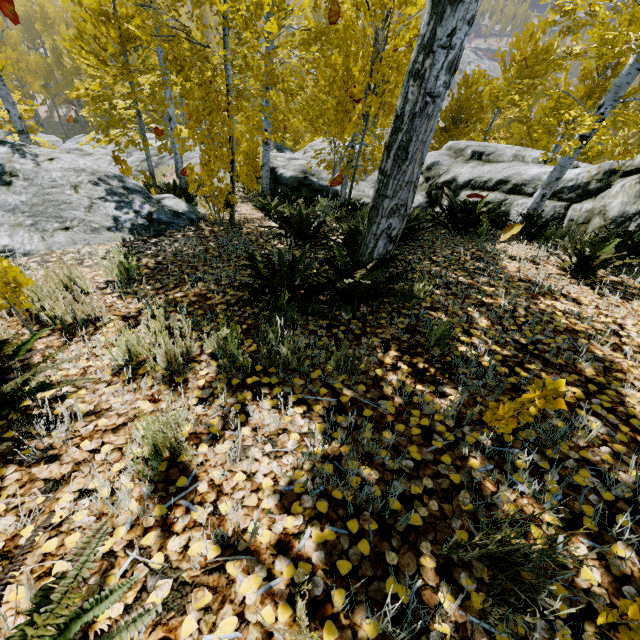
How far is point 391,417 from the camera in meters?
1.8

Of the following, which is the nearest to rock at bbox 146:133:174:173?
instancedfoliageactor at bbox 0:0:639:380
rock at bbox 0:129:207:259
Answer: instancedfoliageactor at bbox 0:0:639:380

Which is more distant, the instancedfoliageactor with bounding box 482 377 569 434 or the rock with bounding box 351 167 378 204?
the rock with bounding box 351 167 378 204

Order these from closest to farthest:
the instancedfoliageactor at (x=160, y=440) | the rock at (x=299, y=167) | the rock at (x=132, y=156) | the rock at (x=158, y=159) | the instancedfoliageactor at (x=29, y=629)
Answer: the instancedfoliageactor at (x=29, y=629) < the instancedfoliageactor at (x=160, y=440) < the rock at (x=299, y=167) < the rock at (x=132, y=156) < the rock at (x=158, y=159)

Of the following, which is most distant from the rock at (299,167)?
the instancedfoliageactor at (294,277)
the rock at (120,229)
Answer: the rock at (120,229)

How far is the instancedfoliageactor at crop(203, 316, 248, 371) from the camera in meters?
2.0 m
